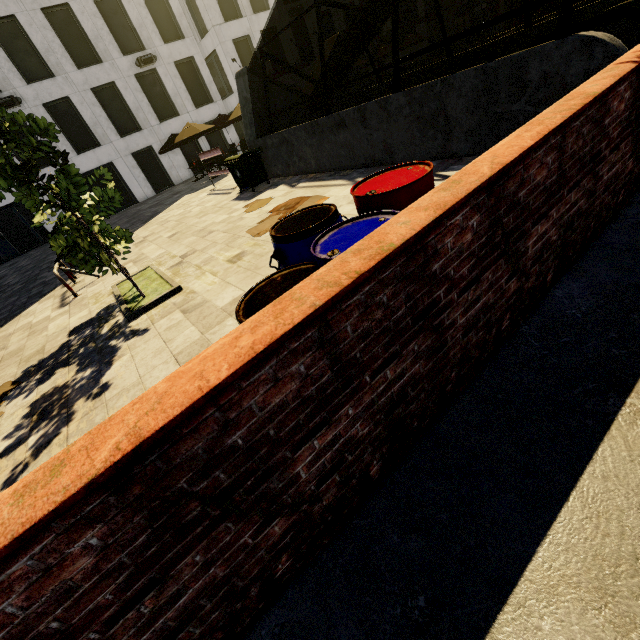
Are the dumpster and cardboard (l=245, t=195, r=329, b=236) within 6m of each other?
yes

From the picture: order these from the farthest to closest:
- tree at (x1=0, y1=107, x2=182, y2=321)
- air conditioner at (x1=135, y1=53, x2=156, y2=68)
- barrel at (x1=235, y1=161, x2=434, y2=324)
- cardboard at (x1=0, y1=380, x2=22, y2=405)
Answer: air conditioner at (x1=135, y1=53, x2=156, y2=68), cardboard at (x1=0, y1=380, x2=22, y2=405), tree at (x1=0, y1=107, x2=182, y2=321), barrel at (x1=235, y1=161, x2=434, y2=324)

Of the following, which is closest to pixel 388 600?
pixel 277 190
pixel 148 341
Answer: pixel 148 341

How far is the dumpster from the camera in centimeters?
1012cm

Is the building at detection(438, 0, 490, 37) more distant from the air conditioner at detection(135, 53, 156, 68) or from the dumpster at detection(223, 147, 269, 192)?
the air conditioner at detection(135, 53, 156, 68)

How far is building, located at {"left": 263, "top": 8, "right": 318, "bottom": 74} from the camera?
26.47m

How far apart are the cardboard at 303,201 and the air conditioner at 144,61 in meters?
22.0

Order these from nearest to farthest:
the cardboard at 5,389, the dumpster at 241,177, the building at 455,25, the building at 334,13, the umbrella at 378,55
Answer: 1. the cardboard at 5,389
2. the dumpster at 241,177
3. the umbrella at 378,55
4. the building at 334,13
5. the building at 455,25
